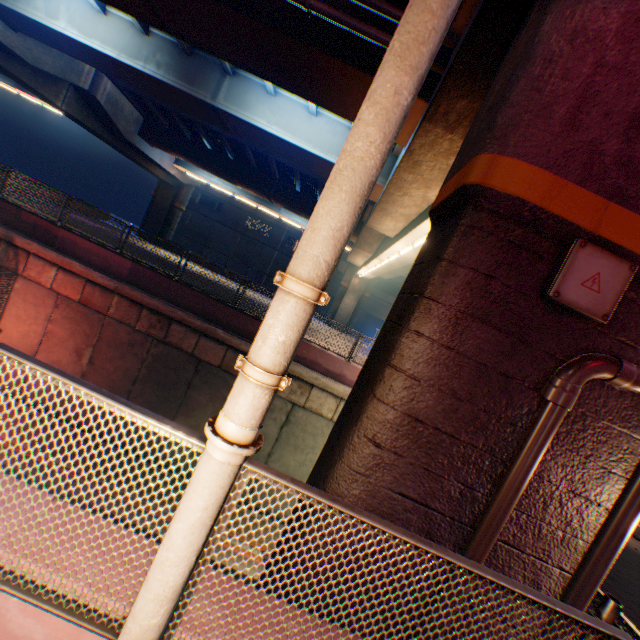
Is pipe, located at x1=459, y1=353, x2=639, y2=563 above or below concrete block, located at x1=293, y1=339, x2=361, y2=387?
above

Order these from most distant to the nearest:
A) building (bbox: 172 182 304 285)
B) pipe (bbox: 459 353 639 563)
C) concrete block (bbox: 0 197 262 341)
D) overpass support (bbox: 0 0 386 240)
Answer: building (bbox: 172 182 304 285), concrete block (bbox: 0 197 262 341), overpass support (bbox: 0 0 386 240), pipe (bbox: 459 353 639 563)

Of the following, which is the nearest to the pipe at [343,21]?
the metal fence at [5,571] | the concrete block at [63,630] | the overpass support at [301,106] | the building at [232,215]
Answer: the overpass support at [301,106]

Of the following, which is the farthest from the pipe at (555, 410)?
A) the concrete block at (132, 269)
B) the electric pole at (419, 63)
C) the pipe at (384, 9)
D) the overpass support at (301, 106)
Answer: the concrete block at (132, 269)

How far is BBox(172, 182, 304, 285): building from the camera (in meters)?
44.25

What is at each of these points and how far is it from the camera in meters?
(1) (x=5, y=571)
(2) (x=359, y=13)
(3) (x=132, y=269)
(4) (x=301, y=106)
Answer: (1) metal fence, 1.7
(2) overpass support, 6.8
(3) concrete block, 12.5
(4) overpass support, 12.2

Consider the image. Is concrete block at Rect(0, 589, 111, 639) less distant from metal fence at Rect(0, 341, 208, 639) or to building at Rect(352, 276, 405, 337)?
metal fence at Rect(0, 341, 208, 639)
